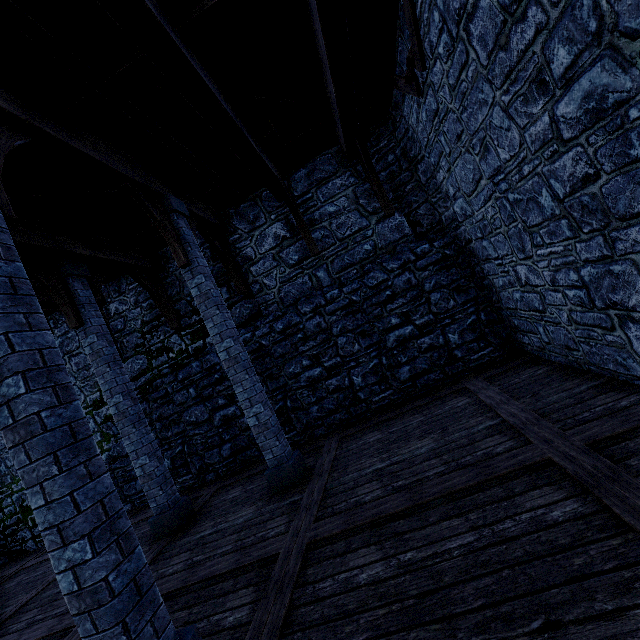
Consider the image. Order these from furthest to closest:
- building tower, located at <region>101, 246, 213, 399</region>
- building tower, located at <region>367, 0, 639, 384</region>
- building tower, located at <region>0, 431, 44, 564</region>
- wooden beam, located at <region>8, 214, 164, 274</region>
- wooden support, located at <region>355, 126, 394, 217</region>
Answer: building tower, located at <region>0, 431, 44, 564</region> < building tower, located at <region>101, 246, 213, 399</region> < wooden support, located at <region>355, 126, 394, 217</region> < wooden beam, located at <region>8, 214, 164, 274</region> < building tower, located at <region>367, 0, 639, 384</region>

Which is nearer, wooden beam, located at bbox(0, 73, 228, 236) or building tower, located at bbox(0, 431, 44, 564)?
wooden beam, located at bbox(0, 73, 228, 236)

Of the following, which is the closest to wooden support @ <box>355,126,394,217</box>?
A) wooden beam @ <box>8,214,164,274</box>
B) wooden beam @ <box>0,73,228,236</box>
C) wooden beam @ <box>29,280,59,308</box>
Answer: wooden beam @ <box>0,73,228,236</box>

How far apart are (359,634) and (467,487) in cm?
163

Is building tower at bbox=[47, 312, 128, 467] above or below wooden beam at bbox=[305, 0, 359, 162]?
below

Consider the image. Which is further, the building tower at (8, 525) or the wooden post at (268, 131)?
the building tower at (8, 525)

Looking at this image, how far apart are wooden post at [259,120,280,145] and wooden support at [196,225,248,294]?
2.3m

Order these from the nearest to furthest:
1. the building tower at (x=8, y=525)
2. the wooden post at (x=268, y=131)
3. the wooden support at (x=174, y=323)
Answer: the wooden post at (x=268, y=131)
the wooden support at (x=174, y=323)
the building tower at (x=8, y=525)
